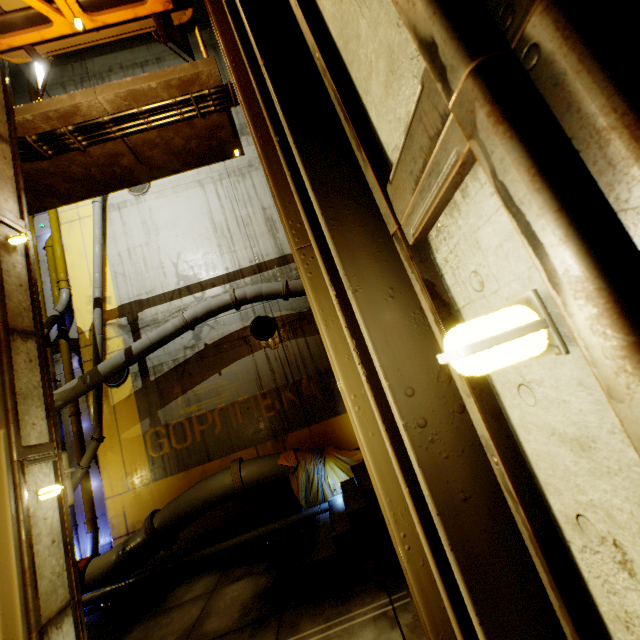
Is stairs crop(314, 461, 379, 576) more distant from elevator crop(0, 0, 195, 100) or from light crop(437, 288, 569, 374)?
light crop(437, 288, 569, 374)

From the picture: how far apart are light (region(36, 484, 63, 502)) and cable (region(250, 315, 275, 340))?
6.7m

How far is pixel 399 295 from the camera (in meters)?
1.13

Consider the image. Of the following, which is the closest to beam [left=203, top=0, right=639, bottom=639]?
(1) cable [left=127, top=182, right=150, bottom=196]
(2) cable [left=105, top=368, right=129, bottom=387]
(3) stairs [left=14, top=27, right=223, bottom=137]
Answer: (3) stairs [left=14, top=27, right=223, bottom=137]

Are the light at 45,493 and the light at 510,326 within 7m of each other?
yes

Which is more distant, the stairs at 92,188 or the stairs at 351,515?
the stairs at 92,188

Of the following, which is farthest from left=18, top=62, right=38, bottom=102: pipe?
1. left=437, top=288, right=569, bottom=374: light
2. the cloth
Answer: left=437, top=288, right=569, bottom=374: light

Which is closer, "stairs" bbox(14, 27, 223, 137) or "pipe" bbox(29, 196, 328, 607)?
"stairs" bbox(14, 27, 223, 137)
